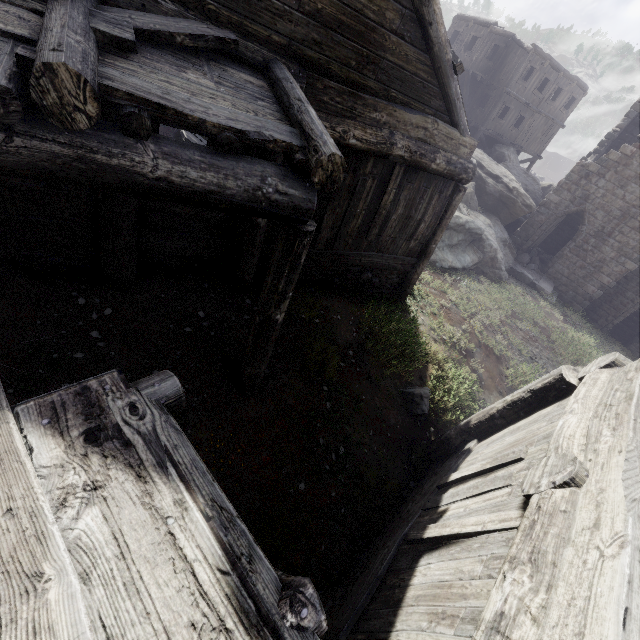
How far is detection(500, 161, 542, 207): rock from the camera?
23.2m

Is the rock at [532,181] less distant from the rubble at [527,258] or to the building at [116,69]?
the building at [116,69]

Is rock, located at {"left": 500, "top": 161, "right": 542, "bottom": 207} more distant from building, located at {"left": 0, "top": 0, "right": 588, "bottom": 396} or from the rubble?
the rubble

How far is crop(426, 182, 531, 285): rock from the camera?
14.4m

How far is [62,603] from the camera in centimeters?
109cm

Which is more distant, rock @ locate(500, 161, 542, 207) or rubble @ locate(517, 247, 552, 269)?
rock @ locate(500, 161, 542, 207)

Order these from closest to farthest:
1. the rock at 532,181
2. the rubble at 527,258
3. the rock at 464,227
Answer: the rock at 464,227 < the rubble at 527,258 < the rock at 532,181

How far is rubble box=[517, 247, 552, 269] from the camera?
20.48m
